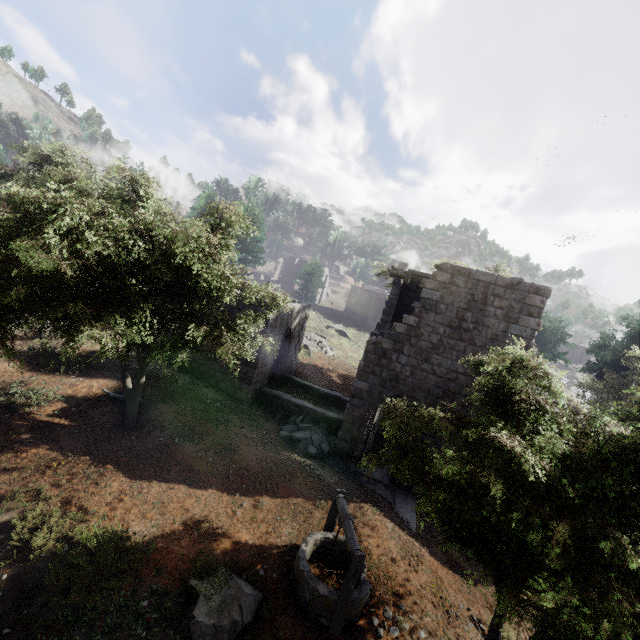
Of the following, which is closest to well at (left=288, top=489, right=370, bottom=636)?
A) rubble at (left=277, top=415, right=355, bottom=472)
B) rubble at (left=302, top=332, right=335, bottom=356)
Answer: rubble at (left=277, top=415, right=355, bottom=472)

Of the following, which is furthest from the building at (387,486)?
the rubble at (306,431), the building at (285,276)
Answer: the building at (285,276)

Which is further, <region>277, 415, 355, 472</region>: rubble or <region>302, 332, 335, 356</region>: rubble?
<region>302, 332, 335, 356</region>: rubble

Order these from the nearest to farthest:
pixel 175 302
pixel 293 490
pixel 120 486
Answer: pixel 120 486 < pixel 175 302 < pixel 293 490

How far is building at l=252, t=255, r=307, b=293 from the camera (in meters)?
50.00

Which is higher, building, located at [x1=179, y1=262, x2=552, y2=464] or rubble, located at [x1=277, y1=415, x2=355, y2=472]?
building, located at [x1=179, y1=262, x2=552, y2=464]

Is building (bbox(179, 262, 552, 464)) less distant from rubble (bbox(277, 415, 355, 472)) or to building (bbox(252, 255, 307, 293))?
rubble (bbox(277, 415, 355, 472))

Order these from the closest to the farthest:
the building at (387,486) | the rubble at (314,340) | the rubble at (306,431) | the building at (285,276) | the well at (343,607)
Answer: the well at (343,607) → the building at (387,486) → the rubble at (306,431) → the rubble at (314,340) → the building at (285,276)
